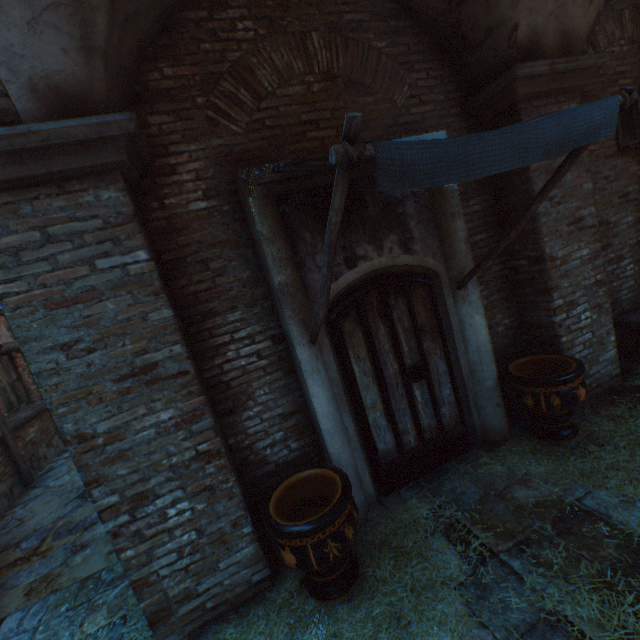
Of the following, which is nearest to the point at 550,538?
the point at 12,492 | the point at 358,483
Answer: the point at 358,483

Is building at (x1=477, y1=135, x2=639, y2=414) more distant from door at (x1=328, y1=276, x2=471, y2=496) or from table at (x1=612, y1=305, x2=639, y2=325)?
table at (x1=612, y1=305, x2=639, y2=325)

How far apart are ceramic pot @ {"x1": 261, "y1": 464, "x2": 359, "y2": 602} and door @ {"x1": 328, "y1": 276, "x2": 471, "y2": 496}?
0.6 meters

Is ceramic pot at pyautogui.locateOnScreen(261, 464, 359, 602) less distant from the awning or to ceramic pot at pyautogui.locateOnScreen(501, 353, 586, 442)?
the awning

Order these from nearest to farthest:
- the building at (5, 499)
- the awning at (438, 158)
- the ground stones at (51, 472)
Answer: the awning at (438, 158), the ground stones at (51, 472), the building at (5, 499)

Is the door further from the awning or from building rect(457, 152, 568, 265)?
building rect(457, 152, 568, 265)

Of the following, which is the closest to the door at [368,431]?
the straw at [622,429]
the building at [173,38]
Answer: the straw at [622,429]

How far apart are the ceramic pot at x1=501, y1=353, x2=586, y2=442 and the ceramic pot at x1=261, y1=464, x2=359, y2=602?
2.2 meters
